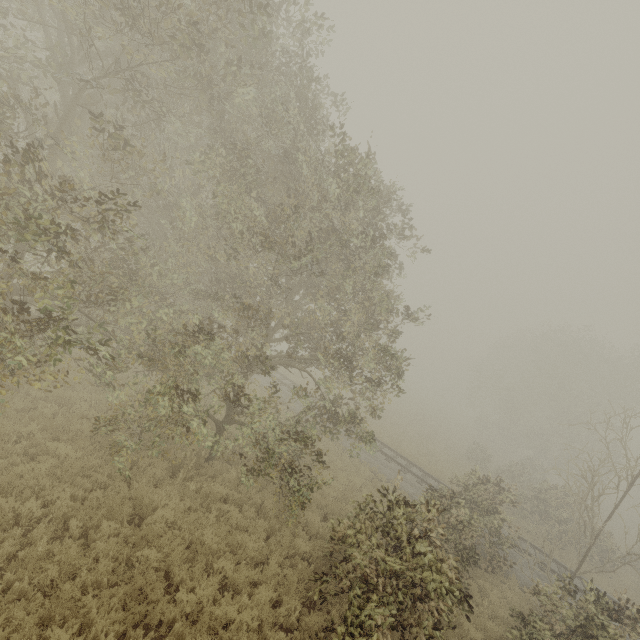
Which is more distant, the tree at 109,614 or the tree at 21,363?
the tree at 21,363

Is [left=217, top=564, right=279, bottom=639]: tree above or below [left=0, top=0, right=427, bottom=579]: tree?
below

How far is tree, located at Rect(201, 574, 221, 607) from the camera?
6.71m

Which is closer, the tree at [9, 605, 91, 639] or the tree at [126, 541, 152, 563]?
the tree at [9, 605, 91, 639]

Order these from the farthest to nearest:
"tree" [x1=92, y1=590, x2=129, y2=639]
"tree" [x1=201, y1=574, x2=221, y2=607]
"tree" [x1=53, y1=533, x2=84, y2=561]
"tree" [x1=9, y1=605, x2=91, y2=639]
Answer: "tree" [x1=201, y1=574, x2=221, y2=607] < "tree" [x1=53, y1=533, x2=84, y2=561] < "tree" [x1=92, y1=590, x2=129, y2=639] < "tree" [x1=9, y1=605, x2=91, y2=639]

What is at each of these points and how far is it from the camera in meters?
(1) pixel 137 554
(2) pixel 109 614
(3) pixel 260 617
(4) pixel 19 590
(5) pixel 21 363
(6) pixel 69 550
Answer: (1) tree, 7.0
(2) tree, 5.8
(3) tree, 7.1
(4) tree, 5.7
(5) tree, 6.0
(6) tree, 6.2

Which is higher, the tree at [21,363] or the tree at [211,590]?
the tree at [21,363]
